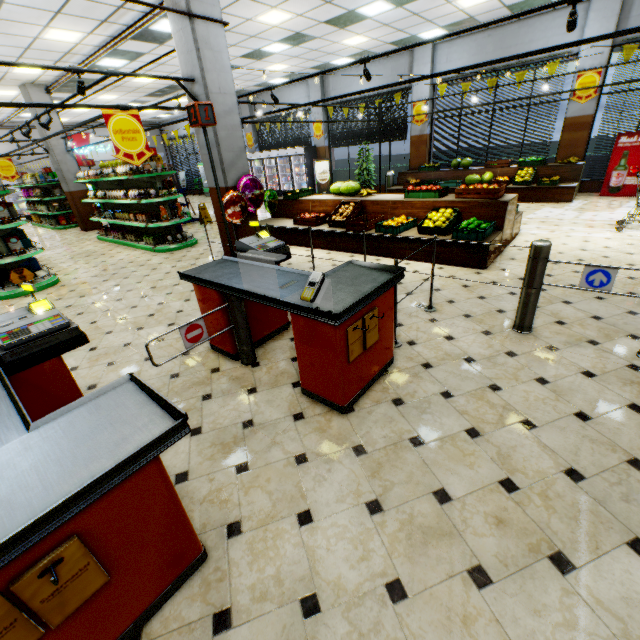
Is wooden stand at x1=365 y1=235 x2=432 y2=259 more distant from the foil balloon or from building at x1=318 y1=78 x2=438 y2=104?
the foil balloon

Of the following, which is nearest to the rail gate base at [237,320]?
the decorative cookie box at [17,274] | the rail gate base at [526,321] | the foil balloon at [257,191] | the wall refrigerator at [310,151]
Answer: the rail gate base at [526,321]

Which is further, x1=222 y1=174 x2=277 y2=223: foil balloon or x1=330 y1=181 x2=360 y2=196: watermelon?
x1=330 y1=181 x2=360 y2=196: watermelon

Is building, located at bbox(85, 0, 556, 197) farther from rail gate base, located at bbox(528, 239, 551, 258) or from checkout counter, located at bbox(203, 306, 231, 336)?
rail gate base, located at bbox(528, 239, 551, 258)

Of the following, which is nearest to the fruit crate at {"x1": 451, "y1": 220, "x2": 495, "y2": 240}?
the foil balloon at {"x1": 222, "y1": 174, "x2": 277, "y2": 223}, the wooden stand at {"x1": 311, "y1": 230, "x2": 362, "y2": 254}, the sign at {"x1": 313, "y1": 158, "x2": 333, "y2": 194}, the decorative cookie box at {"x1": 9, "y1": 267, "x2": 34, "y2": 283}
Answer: the wooden stand at {"x1": 311, "y1": 230, "x2": 362, "y2": 254}

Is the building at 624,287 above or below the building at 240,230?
below

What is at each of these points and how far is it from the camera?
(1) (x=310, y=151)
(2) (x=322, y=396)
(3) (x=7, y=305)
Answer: (1) wall refrigerator, 15.7m
(2) checkout counter, 2.8m
(3) building, 6.1m

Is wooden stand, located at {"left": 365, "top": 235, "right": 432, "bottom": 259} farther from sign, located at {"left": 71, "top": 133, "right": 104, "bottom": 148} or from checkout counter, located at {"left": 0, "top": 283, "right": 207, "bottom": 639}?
sign, located at {"left": 71, "top": 133, "right": 104, "bottom": 148}
